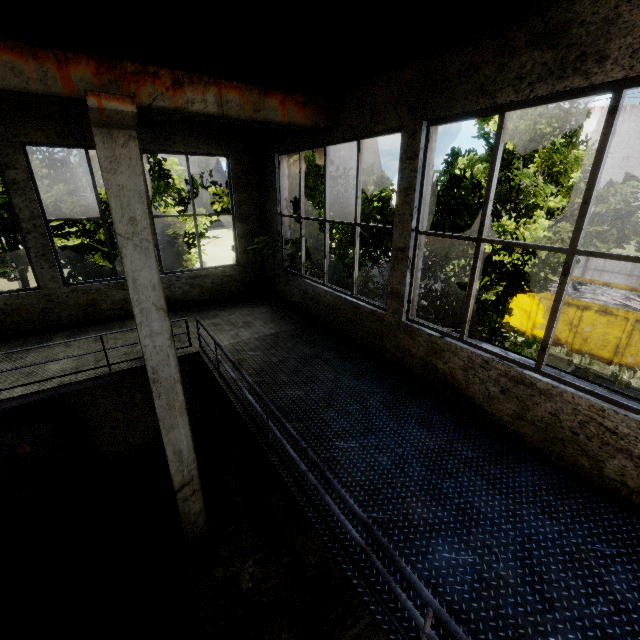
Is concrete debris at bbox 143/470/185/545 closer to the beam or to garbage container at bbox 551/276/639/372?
the beam

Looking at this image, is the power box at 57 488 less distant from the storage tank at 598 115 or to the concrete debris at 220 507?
the concrete debris at 220 507

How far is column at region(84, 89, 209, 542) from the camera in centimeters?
386cm

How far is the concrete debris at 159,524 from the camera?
6.80m

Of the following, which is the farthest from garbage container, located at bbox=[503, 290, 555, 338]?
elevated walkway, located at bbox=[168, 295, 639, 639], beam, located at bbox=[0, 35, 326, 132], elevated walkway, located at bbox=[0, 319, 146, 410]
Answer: elevated walkway, located at bbox=[0, 319, 146, 410]

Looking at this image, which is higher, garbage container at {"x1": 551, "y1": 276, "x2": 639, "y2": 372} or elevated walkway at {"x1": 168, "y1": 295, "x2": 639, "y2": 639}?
elevated walkway at {"x1": 168, "y1": 295, "x2": 639, "y2": 639}

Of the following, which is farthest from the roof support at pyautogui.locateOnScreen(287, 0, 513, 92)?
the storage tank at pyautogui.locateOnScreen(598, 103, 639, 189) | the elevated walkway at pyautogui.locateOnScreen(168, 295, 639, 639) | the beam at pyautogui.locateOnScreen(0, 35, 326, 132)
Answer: the storage tank at pyautogui.locateOnScreen(598, 103, 639, 189)

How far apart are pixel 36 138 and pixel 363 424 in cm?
739
